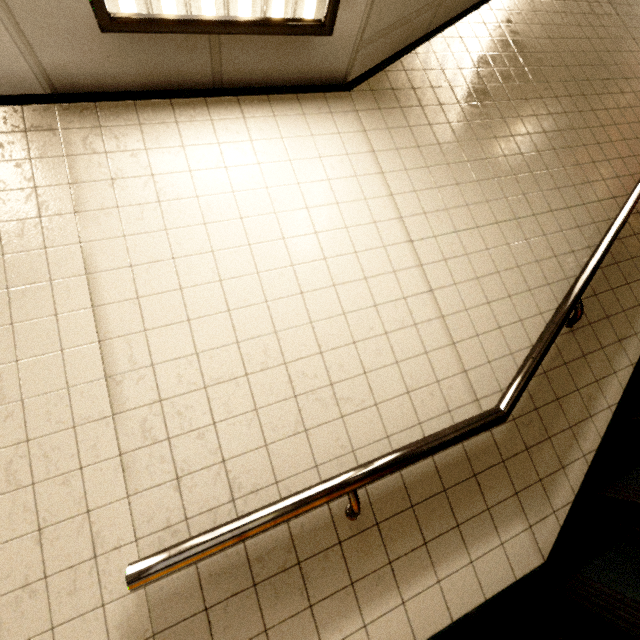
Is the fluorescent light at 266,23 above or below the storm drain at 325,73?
below

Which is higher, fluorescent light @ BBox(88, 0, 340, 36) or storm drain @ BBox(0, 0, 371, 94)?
storm drain @ BBox(0, 0, 371, 94)

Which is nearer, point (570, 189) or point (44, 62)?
point (44, 62)
